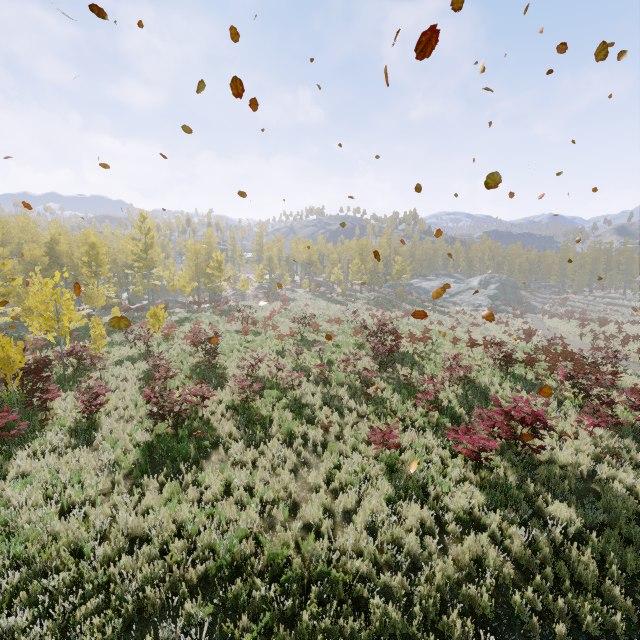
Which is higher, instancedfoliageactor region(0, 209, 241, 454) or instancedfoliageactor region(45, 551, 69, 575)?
instancedfoliageactor region(0, 209, 241, 454)

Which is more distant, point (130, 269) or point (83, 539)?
point (130, 269)

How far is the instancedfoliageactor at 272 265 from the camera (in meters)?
53.19

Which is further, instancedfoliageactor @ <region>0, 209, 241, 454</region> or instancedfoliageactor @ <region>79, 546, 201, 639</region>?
instancedfoliageactor @ <region>0, 209, 241, 454</region>

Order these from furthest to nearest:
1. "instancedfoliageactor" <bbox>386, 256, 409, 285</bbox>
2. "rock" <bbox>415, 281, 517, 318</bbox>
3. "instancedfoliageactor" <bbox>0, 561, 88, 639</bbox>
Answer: "instancedfoliageactor" <bbox>386, 256, 409, 285</bbox> < "rock" <bbox>415, 281, 517, 318</bbox> < "instancedfoliageactor" <bbox>0, 561, 88, 639</bbox>

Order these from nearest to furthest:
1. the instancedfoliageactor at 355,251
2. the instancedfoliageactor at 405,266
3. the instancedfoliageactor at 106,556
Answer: the instancedfoliageactor at 106,556, the instancedfoliageactor at 355,251, the instancedfoliageactor at 405,266

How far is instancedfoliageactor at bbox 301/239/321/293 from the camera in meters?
52.9 m
